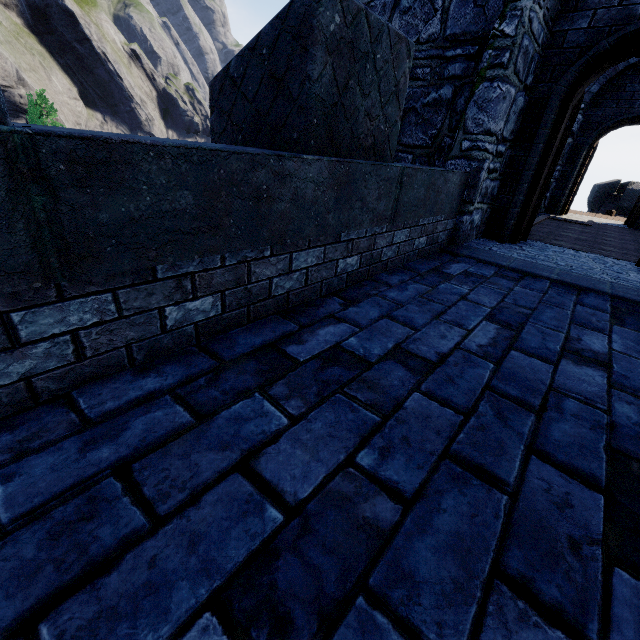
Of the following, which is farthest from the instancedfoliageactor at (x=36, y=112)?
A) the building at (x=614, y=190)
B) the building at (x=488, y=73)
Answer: the building at (x=614, y=190)

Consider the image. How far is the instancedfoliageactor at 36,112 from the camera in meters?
47.5

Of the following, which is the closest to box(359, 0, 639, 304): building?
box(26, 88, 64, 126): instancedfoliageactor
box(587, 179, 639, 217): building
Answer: box(587, 179, 639, 217): building

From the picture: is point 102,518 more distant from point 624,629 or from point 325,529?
point 624,629

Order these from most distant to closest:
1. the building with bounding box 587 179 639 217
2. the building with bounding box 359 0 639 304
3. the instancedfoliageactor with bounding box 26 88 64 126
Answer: the instancedfoliageactor with bounding box 26 88 64 126 < the building with bounding box 587 179 639 217 < the building with bounding box 359 0 639 304

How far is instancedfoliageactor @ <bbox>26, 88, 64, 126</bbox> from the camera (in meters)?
47.47

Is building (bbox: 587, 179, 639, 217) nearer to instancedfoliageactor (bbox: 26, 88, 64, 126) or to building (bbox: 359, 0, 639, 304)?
building (bbox: 359, 0, 639, 304)
